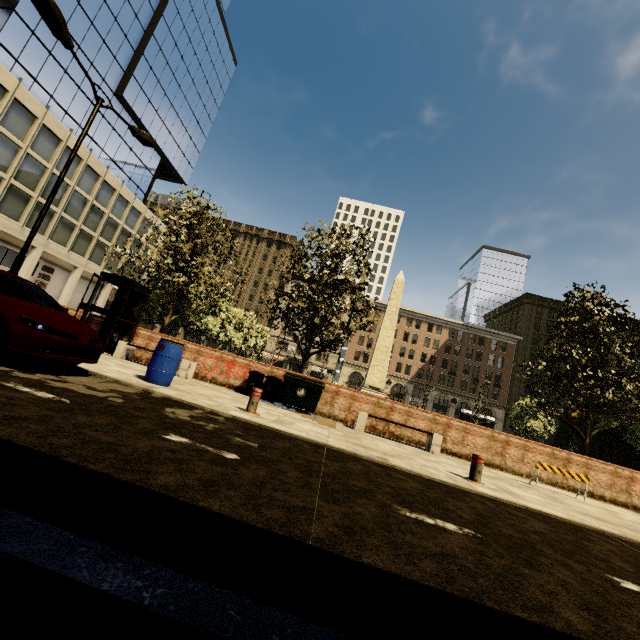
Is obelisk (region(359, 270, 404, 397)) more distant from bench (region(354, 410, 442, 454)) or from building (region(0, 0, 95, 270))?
building (region(0, 0, 95, 270))

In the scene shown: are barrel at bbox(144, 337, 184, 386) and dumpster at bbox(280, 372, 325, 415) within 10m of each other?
yes

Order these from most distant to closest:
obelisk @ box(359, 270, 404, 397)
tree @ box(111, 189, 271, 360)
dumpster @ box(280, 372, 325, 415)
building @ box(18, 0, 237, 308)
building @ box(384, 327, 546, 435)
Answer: building @ box(384, 327, 546, 435) → building @ box(18, 0, 237, 308) → obelisk @ box(359, 270, 404, 397) → tree @ box(111, 189, 271, 360) → dumpster @ box(280, 372, 325, 415)

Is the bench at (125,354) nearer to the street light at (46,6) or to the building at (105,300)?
the street light at (46,6)

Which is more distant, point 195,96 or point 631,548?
point 195,96

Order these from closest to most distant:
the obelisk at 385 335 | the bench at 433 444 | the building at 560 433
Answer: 1. the bench at 433 444
2. the obelisk at 385 335
3. the building at 560 433

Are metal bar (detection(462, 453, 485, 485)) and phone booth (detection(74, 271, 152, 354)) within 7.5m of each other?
no

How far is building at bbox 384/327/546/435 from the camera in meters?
57.8 m
